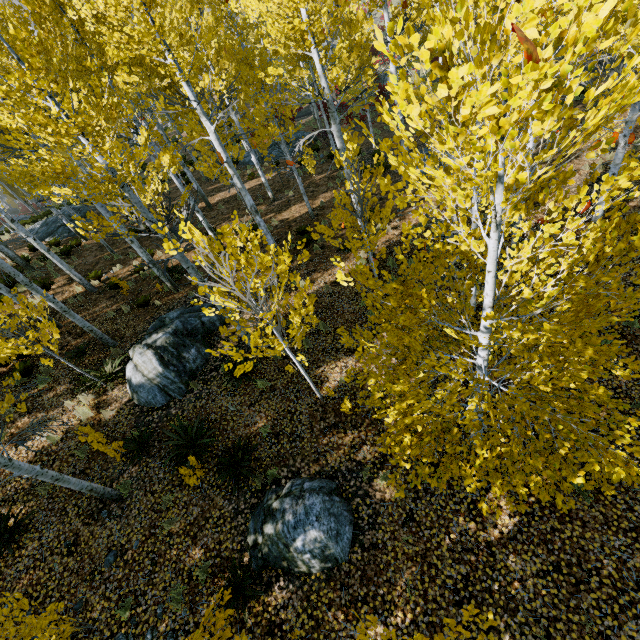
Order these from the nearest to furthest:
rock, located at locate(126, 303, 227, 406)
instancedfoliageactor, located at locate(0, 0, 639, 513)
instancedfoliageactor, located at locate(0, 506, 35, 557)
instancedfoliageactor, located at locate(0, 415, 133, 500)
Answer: instancedfoliageactor, located at locate(0, 0, 639, 513) → instancedfoliageactor, located at locate(0, 415, 133, 500) → instancedfoliageactor, located at locate(0, 506, 35, 557) → rock, located at locate(126, 303, 227, 406)

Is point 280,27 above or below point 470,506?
above

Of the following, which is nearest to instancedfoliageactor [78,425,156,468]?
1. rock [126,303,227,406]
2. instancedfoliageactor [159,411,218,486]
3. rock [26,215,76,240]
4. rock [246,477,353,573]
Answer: instancedfoliageactor [159,411,218,486]

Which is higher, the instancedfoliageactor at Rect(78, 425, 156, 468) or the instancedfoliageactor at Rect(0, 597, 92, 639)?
the instancedfoliageactor at Rect(0, 597, 92, 639)

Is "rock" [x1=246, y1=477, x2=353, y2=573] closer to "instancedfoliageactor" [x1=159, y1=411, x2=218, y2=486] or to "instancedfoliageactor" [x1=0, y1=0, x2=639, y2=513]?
"instancedfoliageactor" [x1=159, y1=411, x2=218, y2=486]

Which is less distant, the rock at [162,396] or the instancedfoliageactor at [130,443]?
the instancedfoliageactor at [130,443]

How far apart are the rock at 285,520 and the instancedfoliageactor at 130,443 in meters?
3.0 m

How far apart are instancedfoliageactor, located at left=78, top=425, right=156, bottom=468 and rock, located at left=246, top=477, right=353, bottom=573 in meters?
3.0
